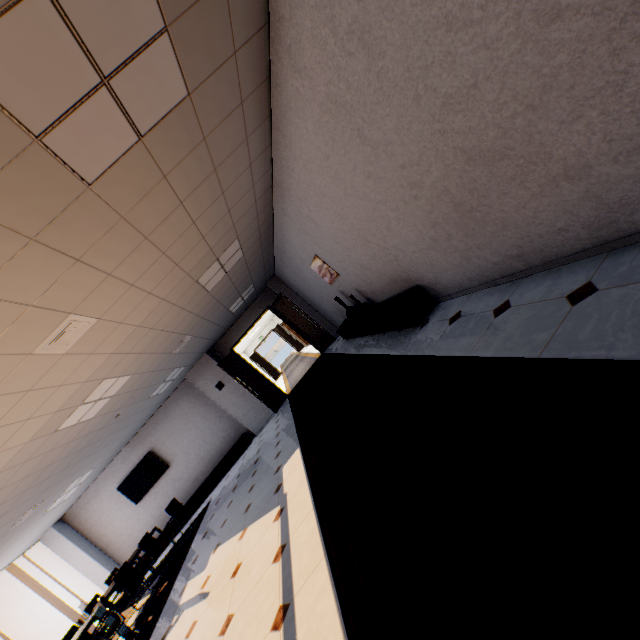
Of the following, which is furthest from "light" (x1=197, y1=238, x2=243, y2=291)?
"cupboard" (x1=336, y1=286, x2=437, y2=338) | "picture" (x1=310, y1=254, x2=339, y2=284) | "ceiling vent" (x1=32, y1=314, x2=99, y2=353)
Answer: "cupboard" (x1=336, y1=286, x2=437, y2=338)

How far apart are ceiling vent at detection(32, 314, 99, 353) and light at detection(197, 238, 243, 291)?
1.9 meters

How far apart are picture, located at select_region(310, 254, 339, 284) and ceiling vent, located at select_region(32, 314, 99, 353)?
3.9m

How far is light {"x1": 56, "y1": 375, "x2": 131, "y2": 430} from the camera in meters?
4.9

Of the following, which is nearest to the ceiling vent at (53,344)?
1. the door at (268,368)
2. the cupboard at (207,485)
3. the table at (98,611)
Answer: the table at (98,611)

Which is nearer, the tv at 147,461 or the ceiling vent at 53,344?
the ceiling vent at 53,344

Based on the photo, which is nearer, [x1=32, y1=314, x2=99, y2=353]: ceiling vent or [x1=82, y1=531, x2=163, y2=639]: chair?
[x1=32, y1=314, x2=99, y2=353]: ceiling vent

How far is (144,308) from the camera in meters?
4.3 m
